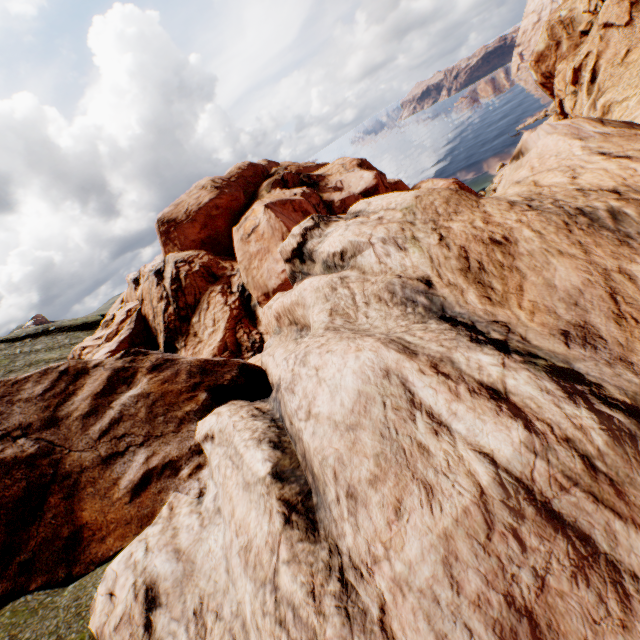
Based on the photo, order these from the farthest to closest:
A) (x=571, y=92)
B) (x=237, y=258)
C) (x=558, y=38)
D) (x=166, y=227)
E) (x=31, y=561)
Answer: (x=166, y=227) < (x=558, y=38) < (x=237, y=258) < (x=571, y=92) < (x=31, y=561)
